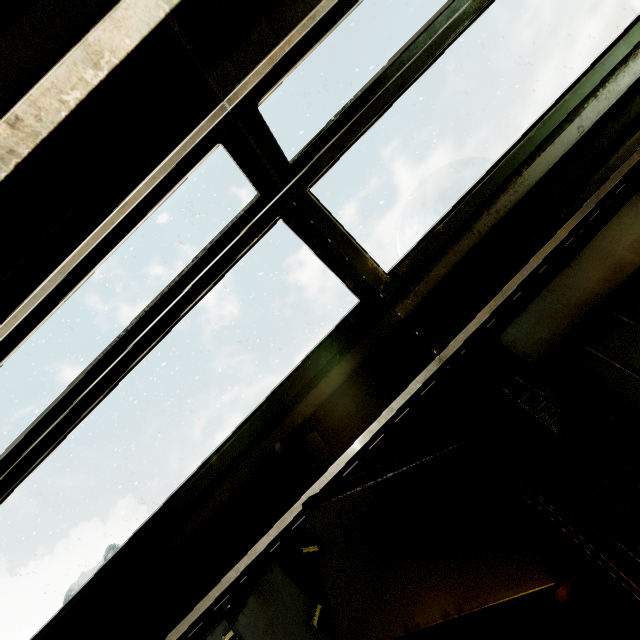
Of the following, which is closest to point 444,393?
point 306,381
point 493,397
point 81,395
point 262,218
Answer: point 493,397
